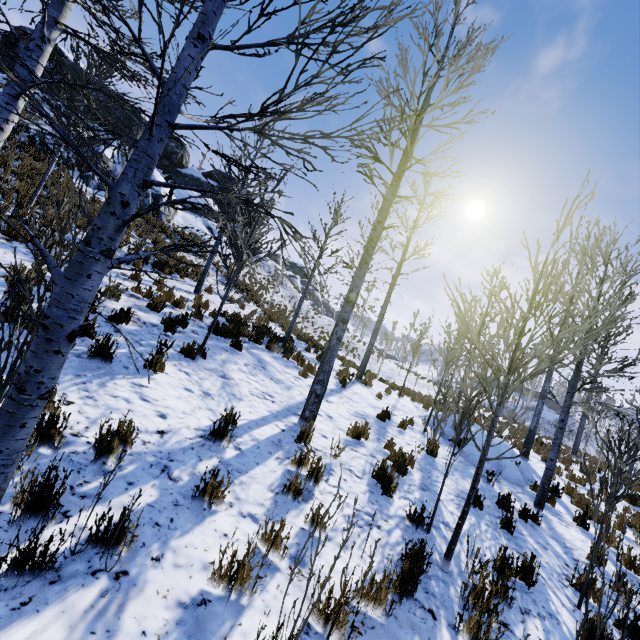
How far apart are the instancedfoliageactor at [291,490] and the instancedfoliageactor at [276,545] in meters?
0.3 m

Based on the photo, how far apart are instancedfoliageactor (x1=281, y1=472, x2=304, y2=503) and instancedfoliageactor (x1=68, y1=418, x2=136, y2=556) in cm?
154

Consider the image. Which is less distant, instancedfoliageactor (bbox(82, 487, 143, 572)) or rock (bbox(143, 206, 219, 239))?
instancedfoliageactor (bbox(82, 487, 143, 572))

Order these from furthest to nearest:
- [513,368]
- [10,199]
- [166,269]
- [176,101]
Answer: [166,269], [10,199], [513,368], [176,101]

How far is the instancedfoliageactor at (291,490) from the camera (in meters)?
3.76

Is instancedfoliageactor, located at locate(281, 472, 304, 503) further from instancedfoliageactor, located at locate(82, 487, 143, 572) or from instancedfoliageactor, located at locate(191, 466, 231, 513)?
instancedfoliageactor, located at locate(82, 487, 143, 572)

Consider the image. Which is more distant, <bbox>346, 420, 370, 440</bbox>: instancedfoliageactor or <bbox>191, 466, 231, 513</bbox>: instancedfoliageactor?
<bbox>346, 420, 370, 440</bbox>: instancedfoliageactor

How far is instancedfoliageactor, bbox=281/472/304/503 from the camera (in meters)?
3.76
